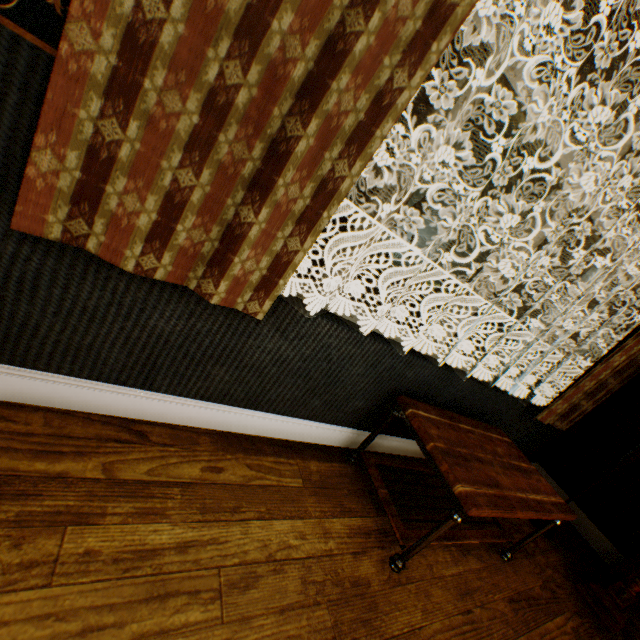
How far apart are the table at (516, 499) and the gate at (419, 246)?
17.8m

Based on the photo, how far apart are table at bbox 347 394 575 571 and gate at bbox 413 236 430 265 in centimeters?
1780cm

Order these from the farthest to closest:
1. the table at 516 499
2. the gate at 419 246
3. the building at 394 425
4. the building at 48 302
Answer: the gate at 419 246 < the building at 394 425 < the table at 516 499 < the building at 48 302

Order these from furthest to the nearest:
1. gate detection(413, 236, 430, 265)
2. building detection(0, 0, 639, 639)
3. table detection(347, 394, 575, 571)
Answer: gate detection(413, 236, 430, 265) < table detection(347, 394, 575, 571) < building detection(0, 0, 639, 639)

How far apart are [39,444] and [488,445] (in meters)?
2.23

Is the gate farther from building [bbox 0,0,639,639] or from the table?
the table

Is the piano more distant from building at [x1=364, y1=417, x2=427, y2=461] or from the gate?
the gate

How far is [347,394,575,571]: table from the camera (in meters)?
1.45
